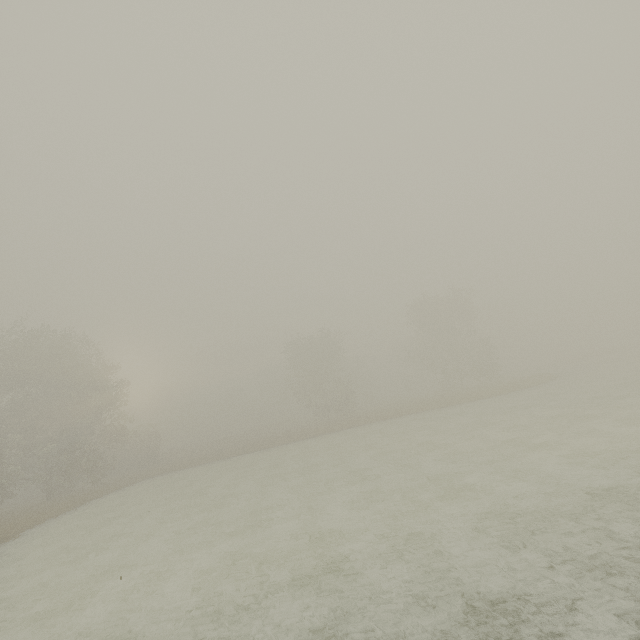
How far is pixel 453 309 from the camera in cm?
4641
